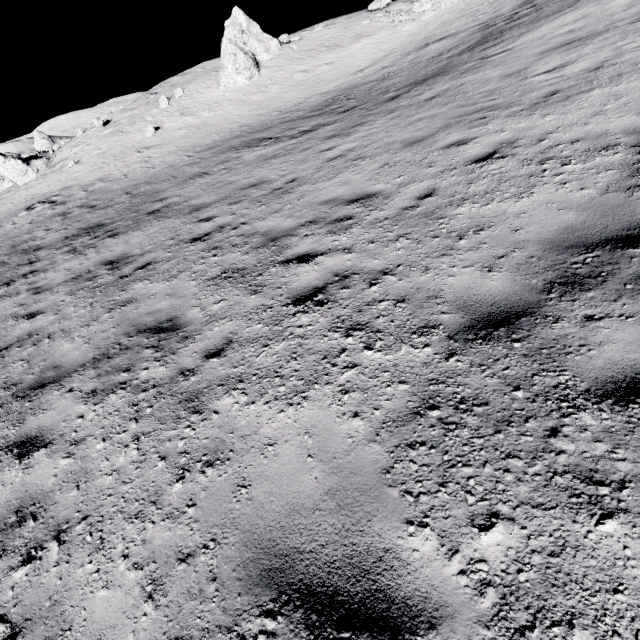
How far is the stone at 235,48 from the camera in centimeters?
2044cm

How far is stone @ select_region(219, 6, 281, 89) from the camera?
20.4 meters

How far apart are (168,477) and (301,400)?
1.3 meters
